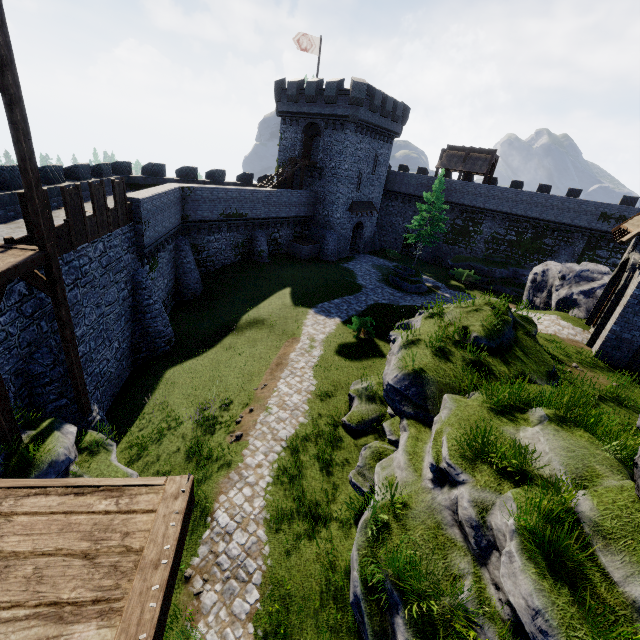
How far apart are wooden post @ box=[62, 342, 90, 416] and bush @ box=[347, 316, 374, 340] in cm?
1332

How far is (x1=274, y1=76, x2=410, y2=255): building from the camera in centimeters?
3144cm

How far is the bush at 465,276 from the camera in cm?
3475

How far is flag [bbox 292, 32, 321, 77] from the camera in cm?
3092

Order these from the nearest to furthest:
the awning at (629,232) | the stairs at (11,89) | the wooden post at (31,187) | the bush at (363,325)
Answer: the stairs at (11,89), the wooden post at (31,187), the awning at (629,232), the bush at (363,325)

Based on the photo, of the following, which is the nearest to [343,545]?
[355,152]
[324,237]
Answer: [324,237]

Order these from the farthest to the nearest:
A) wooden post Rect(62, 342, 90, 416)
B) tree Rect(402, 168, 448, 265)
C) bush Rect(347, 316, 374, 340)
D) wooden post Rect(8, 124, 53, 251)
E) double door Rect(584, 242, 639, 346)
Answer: tree Rect(402, 168, 448, 265) < bush Rect(347, 316, 374, 340) < double door Rect(584, 242, 639, 346) < wooden post Rect(62, 342, 90, 416) < wooden post Rect(8, 124, 53, 251)

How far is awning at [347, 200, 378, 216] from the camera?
36.6 meters
